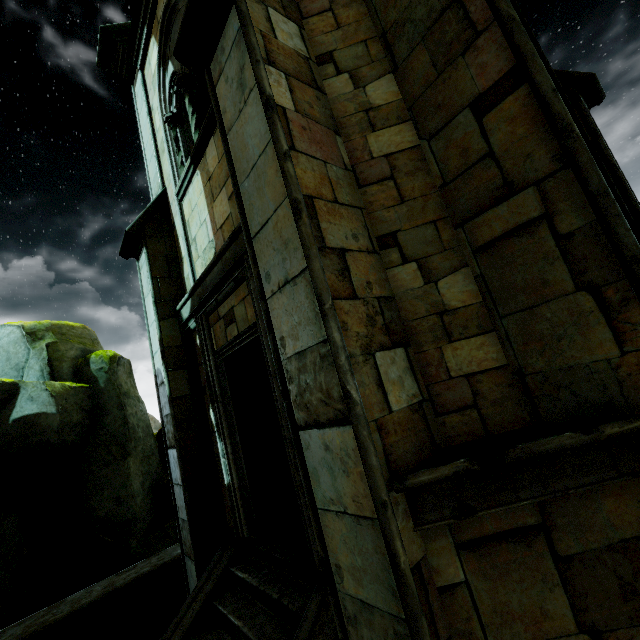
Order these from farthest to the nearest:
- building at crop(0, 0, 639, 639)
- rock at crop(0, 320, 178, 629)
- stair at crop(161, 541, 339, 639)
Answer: rock at crop(0, 320, 178, 629) < stair at crop(161, 541, 339, 639) < building at crop(0, 0, 639, 639)

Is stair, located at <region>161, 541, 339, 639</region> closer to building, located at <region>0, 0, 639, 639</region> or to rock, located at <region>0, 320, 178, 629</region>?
building, located at <region>0, 0, 639, 639</region>

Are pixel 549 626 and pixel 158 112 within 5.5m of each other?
no

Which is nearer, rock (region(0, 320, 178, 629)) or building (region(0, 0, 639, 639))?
building (region(0, 0, 639, 639))

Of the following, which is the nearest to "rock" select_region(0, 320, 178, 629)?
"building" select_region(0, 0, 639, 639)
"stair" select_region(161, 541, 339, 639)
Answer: "building" select_region(0, 0, 639, 639)

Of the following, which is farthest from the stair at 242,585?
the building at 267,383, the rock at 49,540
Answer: the rock at 49,540

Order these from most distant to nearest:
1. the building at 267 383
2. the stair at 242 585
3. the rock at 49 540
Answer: the rock at 49 540 < the stair at 242 585 < the building at 267 383
